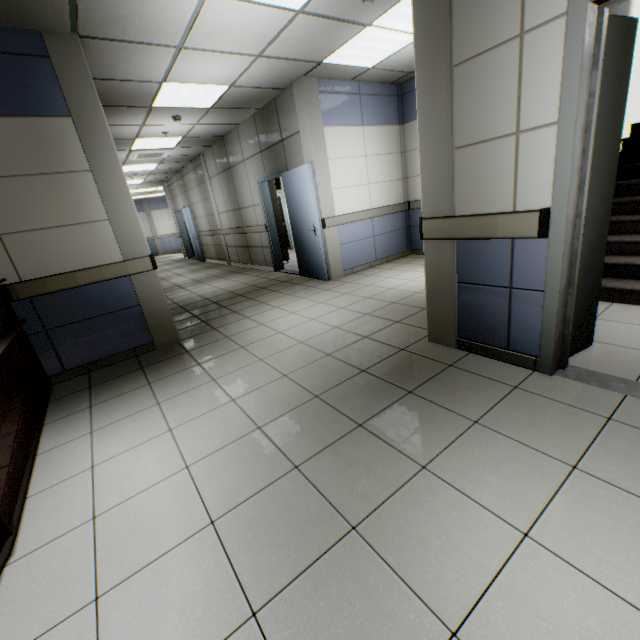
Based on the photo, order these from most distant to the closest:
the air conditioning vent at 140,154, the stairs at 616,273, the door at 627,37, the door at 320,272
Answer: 1. the air conditioning vent at 140,154
2. the door at 320,272
3. the stairs at 616,273
4. the door at 627,37

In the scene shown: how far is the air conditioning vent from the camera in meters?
7.8 m

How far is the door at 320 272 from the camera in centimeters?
558cm

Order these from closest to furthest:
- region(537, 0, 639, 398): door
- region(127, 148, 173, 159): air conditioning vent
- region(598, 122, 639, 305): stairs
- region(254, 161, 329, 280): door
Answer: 1. region(537, 0, 639, 398): door
2. region(598, 122, 639, 305): stairs
3. region(254, 161, 329, 280): door
4. region(127, 148, 173, 159): air conditioning vent

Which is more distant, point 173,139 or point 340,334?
point 173,139

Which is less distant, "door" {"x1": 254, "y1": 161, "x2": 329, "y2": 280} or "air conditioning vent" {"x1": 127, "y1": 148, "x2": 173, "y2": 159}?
"door" {"x1": 254, "y1": 161, "x2": 329, "y2": 280}

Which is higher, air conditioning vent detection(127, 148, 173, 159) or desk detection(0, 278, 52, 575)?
air conditioning vent detection(127, 148, 173, 159)

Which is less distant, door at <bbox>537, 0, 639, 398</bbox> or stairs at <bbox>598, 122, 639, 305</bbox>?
door at <bbox>537, 0, 639, 398</bbox>
